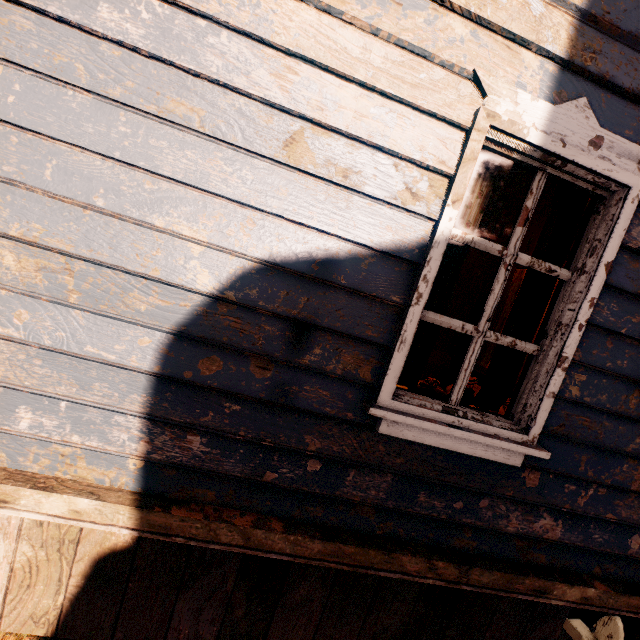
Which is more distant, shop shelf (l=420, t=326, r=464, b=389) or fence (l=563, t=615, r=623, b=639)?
shop shelf (l=420, t=326, r=464, b=389)

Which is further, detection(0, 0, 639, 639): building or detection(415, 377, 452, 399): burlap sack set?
detection(415, 377, 452, 399): burlap sack set

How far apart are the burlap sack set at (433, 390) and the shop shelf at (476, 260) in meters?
1.4 m

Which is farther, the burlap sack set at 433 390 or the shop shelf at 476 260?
the shop shelf at 476 260

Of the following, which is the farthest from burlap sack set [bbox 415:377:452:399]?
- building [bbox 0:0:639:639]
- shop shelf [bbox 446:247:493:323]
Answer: shop shelf [bbox 446:247:493:323]

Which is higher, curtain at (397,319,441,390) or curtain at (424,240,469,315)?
curtain at (424,240,469,315)

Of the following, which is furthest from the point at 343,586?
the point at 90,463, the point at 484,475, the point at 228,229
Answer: the point at 228,229

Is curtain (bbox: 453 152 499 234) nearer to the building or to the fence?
the building
